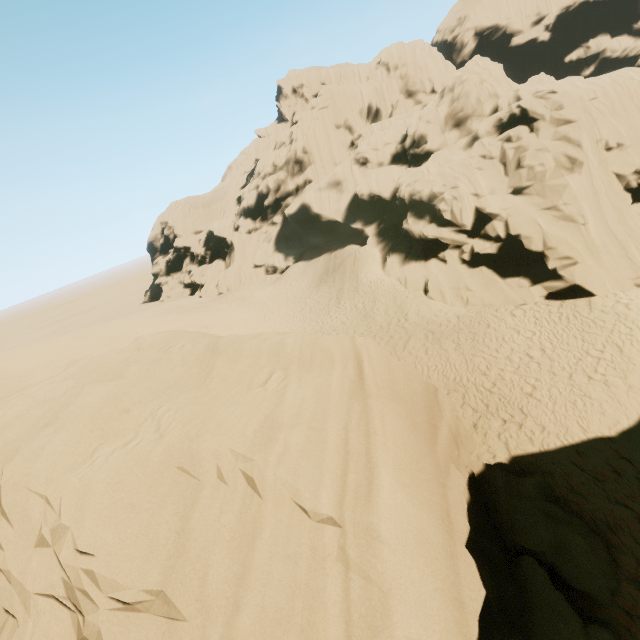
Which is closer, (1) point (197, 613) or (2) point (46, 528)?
(1) point (197, 613)

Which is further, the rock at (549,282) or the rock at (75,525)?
the rock at (549,282)

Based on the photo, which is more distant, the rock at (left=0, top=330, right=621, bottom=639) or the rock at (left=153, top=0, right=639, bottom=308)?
the rock at (left=153, top=0, right=639, bottom=308)
